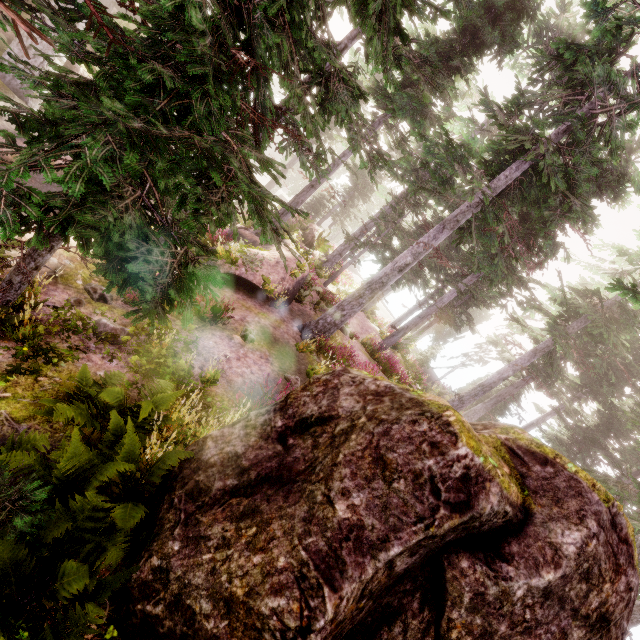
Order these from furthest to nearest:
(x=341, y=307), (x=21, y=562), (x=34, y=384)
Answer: (x=341, y=307), (x=34, y=384), (x=21, y=562)

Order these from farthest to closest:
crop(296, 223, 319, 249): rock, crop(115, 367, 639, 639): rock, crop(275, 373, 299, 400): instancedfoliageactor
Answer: crop(296, 223, 319, 249): rock → crop(275, 373, 299, 400): instancedfoliageactor → crop(115, 367, 639, 639): rock

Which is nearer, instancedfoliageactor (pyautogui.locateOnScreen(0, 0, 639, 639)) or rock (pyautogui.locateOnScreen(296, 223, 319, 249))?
instancedfoliageactor (pyautogui.locateOnScreen(0, 0, 639, 639))

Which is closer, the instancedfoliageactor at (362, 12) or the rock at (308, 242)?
the instancedfoliageactor at (362, 12)

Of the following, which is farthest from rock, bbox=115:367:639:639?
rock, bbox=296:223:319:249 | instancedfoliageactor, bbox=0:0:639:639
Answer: rock, bbox=296:223:319:249

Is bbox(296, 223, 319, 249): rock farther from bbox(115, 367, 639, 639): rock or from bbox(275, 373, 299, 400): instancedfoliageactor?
bbox(115, 367, 639, 639): rock

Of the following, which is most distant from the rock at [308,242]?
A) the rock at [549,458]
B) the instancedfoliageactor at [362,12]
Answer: the rock at [549,458]

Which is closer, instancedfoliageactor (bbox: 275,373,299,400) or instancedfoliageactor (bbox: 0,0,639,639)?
instancedfoliageactor (bbox: 0,0,639,639)
